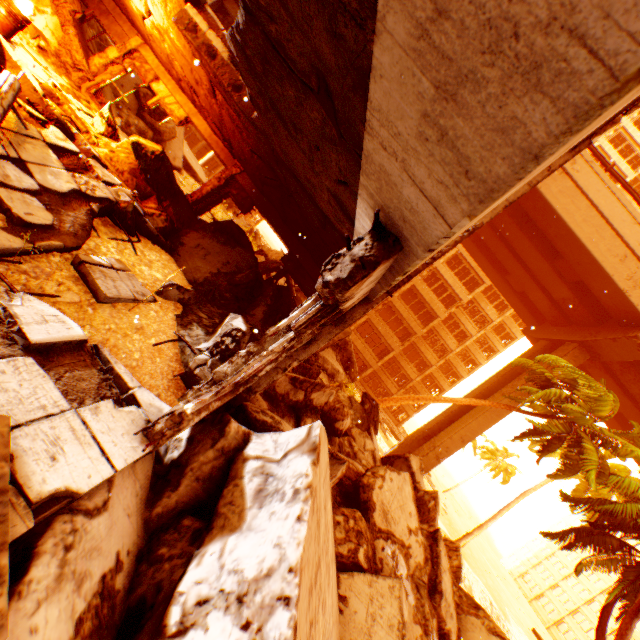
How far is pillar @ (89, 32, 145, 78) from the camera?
9.4 meters

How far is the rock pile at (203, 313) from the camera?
5.1m

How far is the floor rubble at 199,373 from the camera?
4.41m

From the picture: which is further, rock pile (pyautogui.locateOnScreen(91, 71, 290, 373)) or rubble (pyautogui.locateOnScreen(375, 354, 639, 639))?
rubble (pyautogui.locateOnScreen(375, 354, 639, 639))

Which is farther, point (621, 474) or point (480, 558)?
point (480, 558)

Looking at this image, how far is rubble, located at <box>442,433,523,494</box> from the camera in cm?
4669

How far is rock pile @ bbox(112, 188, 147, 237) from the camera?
5.3 meters
